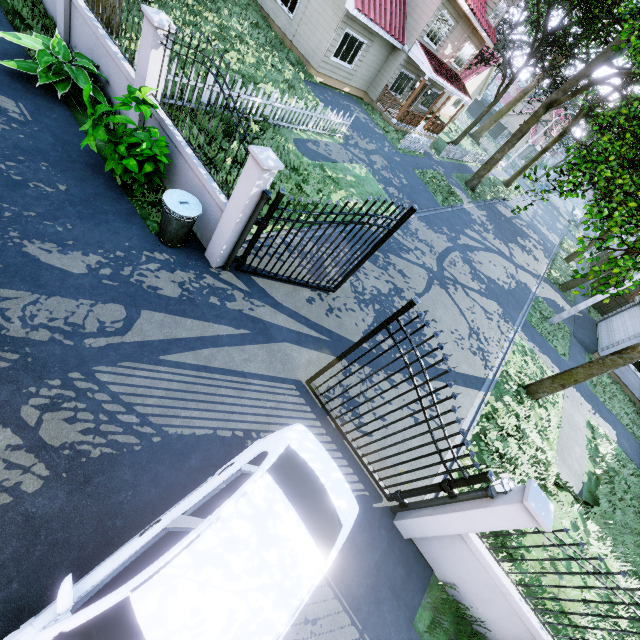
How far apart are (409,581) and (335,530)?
2.50m

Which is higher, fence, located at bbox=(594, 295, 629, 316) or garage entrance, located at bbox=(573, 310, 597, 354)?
fence, located at bbox=(594, 295, 629, 316)

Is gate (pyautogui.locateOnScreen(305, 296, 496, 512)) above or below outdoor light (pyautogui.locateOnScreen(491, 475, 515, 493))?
below

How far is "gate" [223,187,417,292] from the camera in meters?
5.7 m

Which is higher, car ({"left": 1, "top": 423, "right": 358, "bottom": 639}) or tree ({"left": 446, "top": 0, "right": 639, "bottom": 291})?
tree ({"left": 446, "top": 0, "right": 639, "bottom": 291})

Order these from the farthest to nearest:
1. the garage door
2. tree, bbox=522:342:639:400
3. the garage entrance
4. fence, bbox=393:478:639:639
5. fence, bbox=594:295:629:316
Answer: fence, bbox=594:295:629:316 < the garage entrance < the garage door < tree, bbox=522:342:639:400 < fence, bbox=393:478:639:639

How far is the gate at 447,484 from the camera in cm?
447

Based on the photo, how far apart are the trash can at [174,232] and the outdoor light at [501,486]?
6.4 meters
